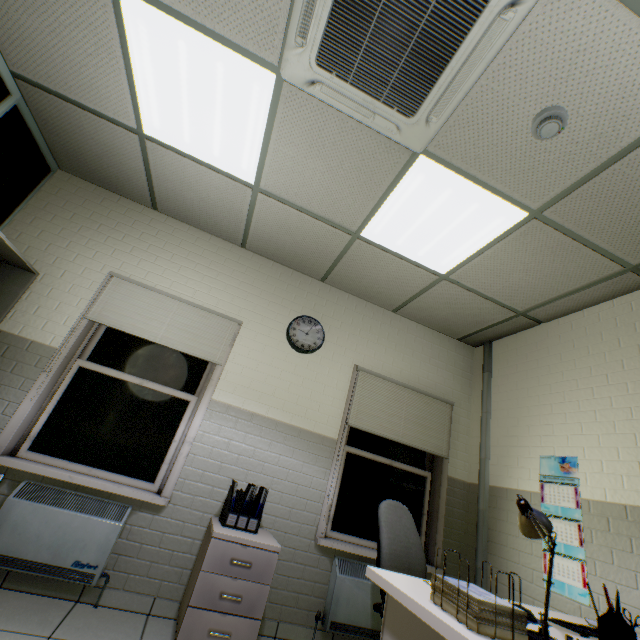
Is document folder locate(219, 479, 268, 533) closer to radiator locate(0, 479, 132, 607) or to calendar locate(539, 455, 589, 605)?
radiator locate(0, 479, 132, 607)

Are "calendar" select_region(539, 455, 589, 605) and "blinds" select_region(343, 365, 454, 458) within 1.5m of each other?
yes

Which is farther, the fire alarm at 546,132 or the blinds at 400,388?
the blinds at 400,388

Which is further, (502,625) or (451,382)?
(451,382)

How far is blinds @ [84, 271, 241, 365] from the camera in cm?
298

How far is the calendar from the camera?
2.38m

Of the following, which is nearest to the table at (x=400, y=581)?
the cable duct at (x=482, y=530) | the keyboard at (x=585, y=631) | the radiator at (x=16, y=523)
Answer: the keyboard at (x=585, y=631)

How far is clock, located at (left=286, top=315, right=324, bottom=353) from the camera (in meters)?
3.48
